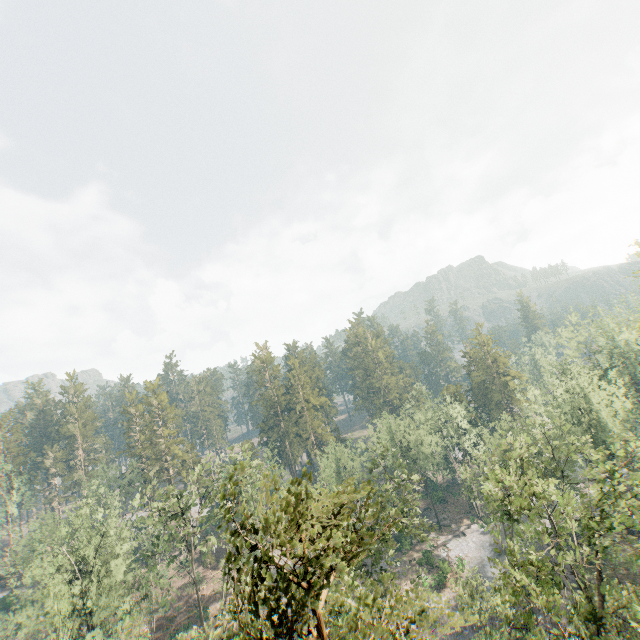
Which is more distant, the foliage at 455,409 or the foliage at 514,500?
the foliage at 455,409

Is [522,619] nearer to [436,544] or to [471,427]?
[471,427]

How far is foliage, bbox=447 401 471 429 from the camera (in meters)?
56.50

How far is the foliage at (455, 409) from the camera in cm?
5650

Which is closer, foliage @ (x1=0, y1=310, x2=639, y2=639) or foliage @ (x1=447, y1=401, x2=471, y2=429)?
foliage @ (x1=0, y1=310, x2=639, y2=639)
